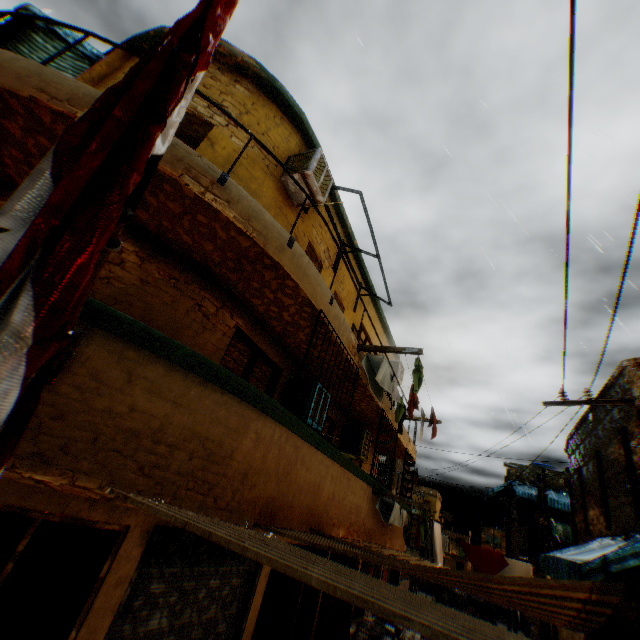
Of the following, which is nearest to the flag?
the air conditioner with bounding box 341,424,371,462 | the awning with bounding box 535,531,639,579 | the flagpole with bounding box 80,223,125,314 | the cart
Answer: the flagpole with bounding box 80,223,125,314

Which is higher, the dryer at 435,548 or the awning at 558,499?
the awning at 558,499

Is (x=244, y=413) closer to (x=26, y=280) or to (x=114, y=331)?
(x=114, y=331)

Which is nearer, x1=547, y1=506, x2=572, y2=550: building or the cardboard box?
the cardboard box

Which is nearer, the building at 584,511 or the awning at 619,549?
the awning at 619,549

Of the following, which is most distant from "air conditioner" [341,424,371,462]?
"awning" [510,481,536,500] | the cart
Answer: "awning" [510,481,536,500]

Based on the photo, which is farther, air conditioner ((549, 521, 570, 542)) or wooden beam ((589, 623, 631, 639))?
air conditioner ((549, 521, 570, 542))

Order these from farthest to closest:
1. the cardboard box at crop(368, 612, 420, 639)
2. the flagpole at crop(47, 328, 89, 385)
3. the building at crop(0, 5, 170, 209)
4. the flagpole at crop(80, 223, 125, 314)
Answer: the cardboard box at crop(368, 612, 420, 639) < the building at crop(0, 5, 170, 209) < the flagpole at crop(47, 328, 89, 385) < the flagpole at crop(80, 223, 125, 314)
